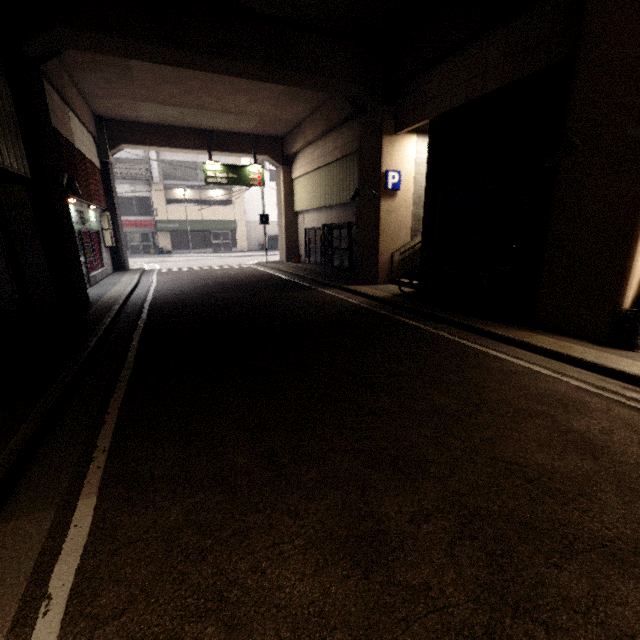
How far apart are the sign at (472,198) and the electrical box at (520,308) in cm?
10

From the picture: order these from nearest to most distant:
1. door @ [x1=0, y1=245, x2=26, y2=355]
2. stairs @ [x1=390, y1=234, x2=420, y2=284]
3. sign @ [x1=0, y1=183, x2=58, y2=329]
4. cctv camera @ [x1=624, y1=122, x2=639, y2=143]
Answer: cctv camera @ [x1=624, y1=122, x2=639, y2=143], door @ [x1=0, y1=245, x2=26, y2=355], sign @ [x1=0, y1=183, x2=58, y2=329], stairs @ [x1=390, y1=234, x2=420, y2=284]

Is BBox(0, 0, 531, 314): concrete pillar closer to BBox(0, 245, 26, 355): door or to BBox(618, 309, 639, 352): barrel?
BBox(618, 309, 639, 352): barrel

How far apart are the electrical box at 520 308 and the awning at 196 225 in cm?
2724

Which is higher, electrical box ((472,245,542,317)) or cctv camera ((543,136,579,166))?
cctv camera ((543,136,579,166))

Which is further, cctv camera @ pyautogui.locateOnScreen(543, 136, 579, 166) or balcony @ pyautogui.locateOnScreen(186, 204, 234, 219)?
balcony @ pyautogui.locateOnScreen(186, 204, 234, 219)

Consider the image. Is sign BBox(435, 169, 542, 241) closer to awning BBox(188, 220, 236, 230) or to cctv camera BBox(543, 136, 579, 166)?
cctv camera BBox(543, 136, 579, 166)

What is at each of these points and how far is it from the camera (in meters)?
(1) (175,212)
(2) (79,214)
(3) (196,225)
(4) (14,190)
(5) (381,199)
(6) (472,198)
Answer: (1) balcony, 29.08
(2) sign, 11.13
(3) awning, 29.77
(4) sign, 6.02
(5) concrete pillar, 10.45
(6) sign, 7.91
